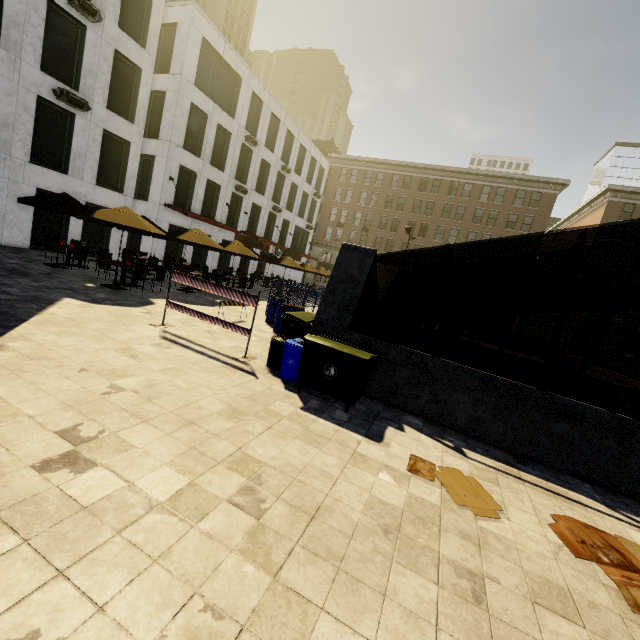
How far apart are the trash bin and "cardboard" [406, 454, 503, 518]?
2.8m

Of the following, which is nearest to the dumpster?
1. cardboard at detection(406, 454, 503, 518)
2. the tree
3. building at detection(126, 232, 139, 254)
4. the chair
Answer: cardboard at detection(406, 454, 503, 518)

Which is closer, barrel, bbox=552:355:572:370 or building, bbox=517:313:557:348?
barrel, bbox=552:355:572:370

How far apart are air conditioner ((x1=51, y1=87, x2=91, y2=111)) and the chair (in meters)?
7.35

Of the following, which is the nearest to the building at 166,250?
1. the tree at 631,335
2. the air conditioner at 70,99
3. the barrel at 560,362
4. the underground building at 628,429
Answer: the air conditioner at 70,99

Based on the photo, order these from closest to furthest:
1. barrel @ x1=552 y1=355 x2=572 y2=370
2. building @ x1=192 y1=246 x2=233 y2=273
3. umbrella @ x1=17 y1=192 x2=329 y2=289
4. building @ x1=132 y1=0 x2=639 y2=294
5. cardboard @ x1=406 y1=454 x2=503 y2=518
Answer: cardboard @ x1=406 y1=454 x2=503 y2=518
umbrella @ x1=17 y1=192 x2=329 y2=289
barrel @ x1=552 y1=355 x2=572 y2=370
building @ x1=132 y1=0 x2=639 y2=294
building @ x1=192 y1=246 x2=233 y2=273

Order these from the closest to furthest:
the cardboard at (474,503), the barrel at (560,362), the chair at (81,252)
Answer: the cardboard at (474,503)
the chair at (81,252)
the barrel at (560,362)

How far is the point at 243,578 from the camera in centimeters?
249cm
